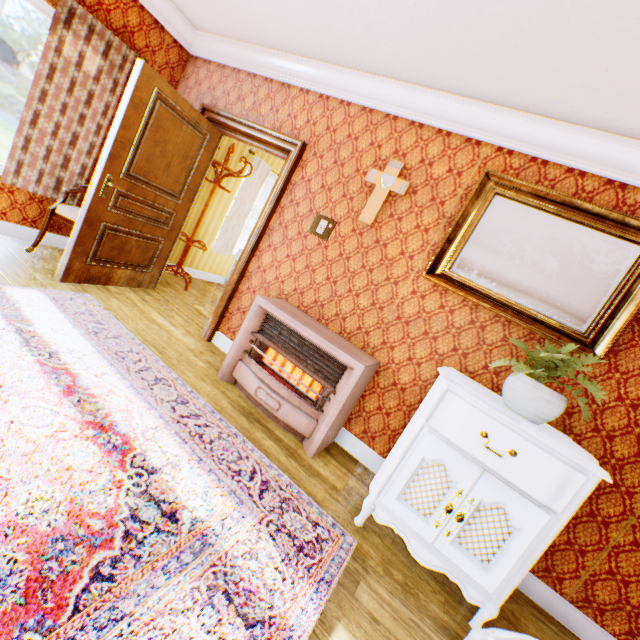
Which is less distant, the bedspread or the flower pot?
the bedspread

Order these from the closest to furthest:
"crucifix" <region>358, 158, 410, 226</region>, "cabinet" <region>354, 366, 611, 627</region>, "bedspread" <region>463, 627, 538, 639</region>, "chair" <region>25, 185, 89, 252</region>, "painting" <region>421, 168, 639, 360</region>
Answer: "bedspread" <region>463, 627, 538, 639</region>
"cabinet" <region>354, 366, 611, 627</region>
"painting" <region>421, 168, 639, 360</region>
"crucifix" <region>358, 158, 410, 226</region>
"chair" <region>25, 185, 89, 252</region>

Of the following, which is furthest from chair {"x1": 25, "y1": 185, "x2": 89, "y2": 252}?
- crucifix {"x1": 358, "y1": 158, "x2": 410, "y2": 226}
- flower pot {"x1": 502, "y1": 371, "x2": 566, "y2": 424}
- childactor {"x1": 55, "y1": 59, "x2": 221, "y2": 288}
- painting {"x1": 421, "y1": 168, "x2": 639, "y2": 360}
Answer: flower pot {"x1": 502, "y1": 371, "x2": 566, "y2": 424}

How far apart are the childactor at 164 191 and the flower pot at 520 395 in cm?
384

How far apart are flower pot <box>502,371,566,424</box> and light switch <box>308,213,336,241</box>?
2.0 meters

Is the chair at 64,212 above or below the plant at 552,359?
below

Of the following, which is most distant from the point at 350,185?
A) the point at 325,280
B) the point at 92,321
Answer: the point at 92,321

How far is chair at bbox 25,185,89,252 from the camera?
3.53m
